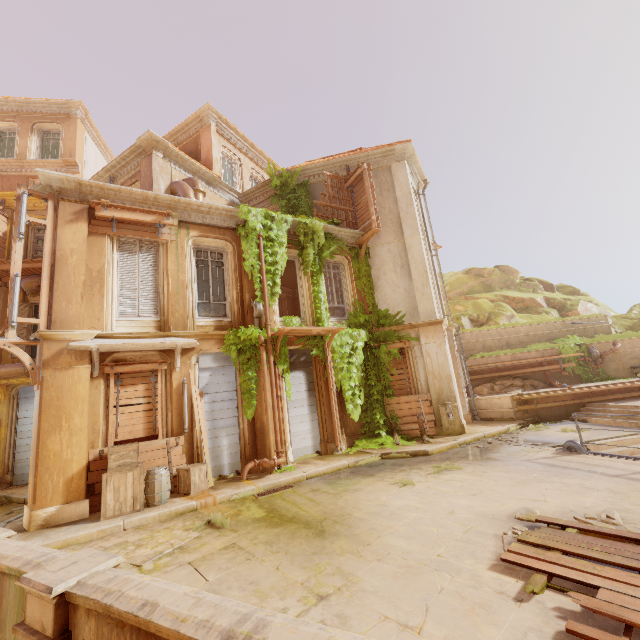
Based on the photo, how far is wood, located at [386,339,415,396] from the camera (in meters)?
13.21

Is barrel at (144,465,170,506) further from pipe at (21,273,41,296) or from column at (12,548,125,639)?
pipe at (21,273,41,296)

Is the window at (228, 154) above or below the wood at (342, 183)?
above

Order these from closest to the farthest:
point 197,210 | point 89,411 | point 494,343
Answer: point 89,411, point 197,210, point 494,343

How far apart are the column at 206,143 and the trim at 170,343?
9.7 meters

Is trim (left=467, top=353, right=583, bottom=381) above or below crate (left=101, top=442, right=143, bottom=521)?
above

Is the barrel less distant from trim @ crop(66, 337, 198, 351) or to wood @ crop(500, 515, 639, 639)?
trim @ crop(66, 337, 198, 351)

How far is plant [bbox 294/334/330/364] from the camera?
12.08m
